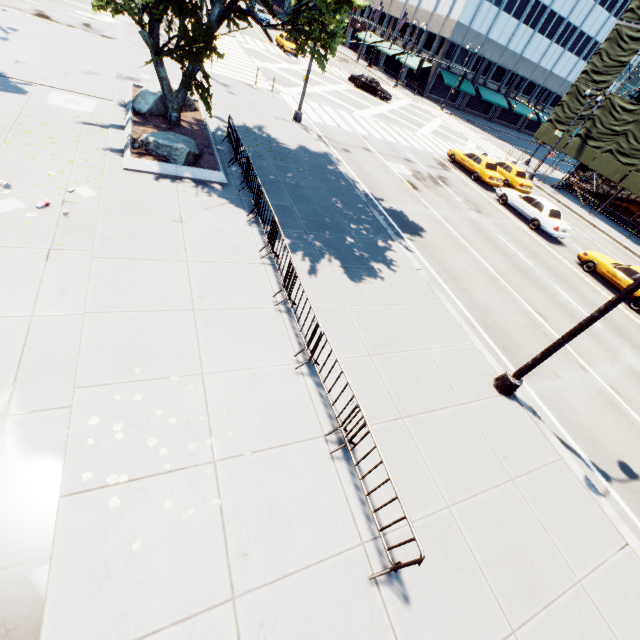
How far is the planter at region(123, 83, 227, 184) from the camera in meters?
10.3

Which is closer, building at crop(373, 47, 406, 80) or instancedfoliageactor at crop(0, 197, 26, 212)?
instancedfoliageactor at crop(0, 197, 26, 212)

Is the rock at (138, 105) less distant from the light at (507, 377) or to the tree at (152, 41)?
the tree at (152, 41)

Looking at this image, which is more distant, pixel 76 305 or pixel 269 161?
pixel 269 161

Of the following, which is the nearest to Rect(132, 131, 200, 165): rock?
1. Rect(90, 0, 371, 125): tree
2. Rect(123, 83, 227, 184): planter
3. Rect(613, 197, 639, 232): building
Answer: Rect(123, 83, 227, 184): planter

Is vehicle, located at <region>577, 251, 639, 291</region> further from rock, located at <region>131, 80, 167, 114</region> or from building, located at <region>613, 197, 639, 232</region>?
rock, located at <region>131, 80, 167, 114</region>

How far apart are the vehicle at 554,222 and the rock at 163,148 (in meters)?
19.23

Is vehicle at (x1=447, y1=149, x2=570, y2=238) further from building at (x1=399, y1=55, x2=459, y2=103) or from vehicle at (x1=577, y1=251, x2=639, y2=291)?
building at (x1=399, y1=55, x2=459, y2=103)
